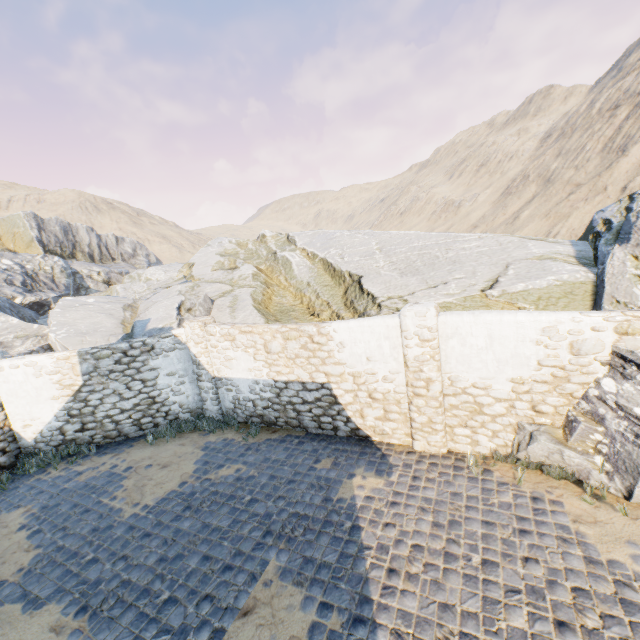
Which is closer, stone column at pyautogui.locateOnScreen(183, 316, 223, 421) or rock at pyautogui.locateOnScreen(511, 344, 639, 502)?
rock at pyautogui.locateOnScreen(511, 344, 639, 502)

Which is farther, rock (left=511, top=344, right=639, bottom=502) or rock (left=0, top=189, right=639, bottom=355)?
rock (left=0, top=189, right=639, bottom=355)

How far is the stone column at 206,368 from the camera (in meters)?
9.31

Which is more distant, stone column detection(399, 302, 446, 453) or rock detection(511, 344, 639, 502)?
stone column detection(399, 302, 446, 453)

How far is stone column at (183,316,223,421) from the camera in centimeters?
931cm

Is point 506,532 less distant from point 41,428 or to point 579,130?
point 41,428

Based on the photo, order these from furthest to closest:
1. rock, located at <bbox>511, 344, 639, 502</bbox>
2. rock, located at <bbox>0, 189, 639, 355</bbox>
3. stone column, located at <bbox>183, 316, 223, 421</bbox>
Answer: stone column, located at <bbox>183, 316, 223, 421</bbox>, rock, located at <bbox>0, 189, 639, 355</bbox>, rock, located at <bbox>511, 344, 639, 502</bbox>

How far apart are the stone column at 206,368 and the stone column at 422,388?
5.64m
